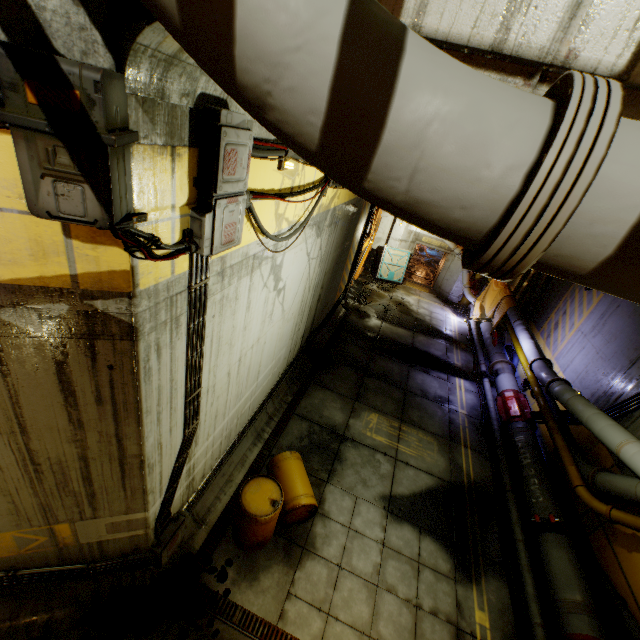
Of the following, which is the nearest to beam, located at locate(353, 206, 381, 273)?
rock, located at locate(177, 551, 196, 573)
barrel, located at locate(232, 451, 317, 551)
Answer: barrel, located at locate(232, 451, 317, 551)

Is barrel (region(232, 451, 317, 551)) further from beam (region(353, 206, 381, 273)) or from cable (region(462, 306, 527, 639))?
beam (region(353, 206, 381, 273))

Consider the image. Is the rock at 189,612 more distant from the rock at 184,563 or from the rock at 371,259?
the rock at 371,259

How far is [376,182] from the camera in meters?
1.1

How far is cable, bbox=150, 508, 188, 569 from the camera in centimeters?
474cm

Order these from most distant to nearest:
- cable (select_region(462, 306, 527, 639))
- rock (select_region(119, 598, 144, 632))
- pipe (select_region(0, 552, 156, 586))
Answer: cable (select_region(462, 306, 527, 639))
rock (select_region(119, 598, 144, 632))
pipe (select_region(0, 552, 156, 586))

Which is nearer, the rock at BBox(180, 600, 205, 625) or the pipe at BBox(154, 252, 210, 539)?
the pipe at BBox(154, 252, 210, 539)

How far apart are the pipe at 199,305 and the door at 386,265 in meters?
15.8 m
